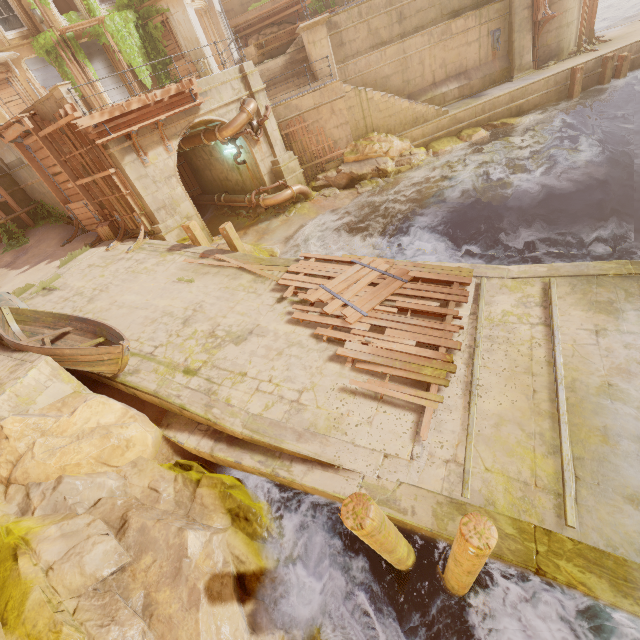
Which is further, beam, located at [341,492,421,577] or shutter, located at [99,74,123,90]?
shutter, located at [99,74,123,90]

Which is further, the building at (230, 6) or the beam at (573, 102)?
the building at (230, 6)

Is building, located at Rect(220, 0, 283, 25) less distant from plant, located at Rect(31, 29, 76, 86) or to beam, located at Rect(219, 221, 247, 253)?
plant, located at Rect(31, 29, 76, 86)

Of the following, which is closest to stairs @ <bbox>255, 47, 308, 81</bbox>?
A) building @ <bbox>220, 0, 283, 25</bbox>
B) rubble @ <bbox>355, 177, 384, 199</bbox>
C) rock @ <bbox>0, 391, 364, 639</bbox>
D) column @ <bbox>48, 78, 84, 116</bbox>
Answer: building @ <bbox>220, 0, 283, 25</bbox>

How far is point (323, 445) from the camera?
5.9m

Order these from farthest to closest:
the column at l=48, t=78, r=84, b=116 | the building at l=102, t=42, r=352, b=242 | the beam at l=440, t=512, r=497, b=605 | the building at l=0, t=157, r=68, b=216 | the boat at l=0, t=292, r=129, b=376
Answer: the building at l=0, t=157, r=68, b=216 < the building at l=102, t=42, r=352, b=242 < the column at l=48, t=78, r=84, b=116 < the boat at l=0, t=292, r=129, b=376 < the beam at l=440, t=512, r=497, b=605

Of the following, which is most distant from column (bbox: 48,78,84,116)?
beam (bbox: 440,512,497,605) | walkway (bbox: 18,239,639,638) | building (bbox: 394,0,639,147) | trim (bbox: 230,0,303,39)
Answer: trim (bbox: 230,0,303,39)

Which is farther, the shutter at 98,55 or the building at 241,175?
the shutter at 98,55
